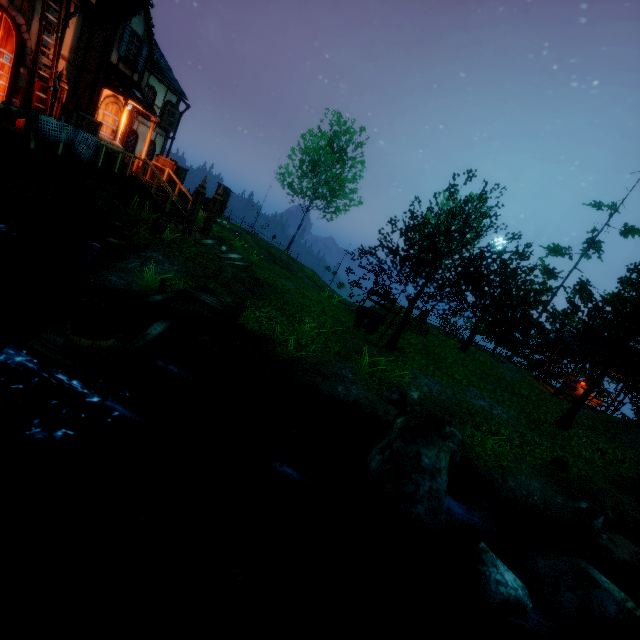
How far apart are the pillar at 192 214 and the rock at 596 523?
16.2 meters

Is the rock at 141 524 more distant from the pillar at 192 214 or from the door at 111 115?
the door at 111 115

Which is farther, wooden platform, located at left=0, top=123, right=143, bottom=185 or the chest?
the chest

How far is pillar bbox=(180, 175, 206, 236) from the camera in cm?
1311

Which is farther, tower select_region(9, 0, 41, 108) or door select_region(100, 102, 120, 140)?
door select_region(100, 102, 120, 140)

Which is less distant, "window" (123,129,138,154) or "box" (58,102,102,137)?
"box" (58,102,102,137)

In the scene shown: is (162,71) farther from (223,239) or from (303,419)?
(303,419)

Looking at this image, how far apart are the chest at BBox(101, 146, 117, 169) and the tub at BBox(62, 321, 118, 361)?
8.79m
